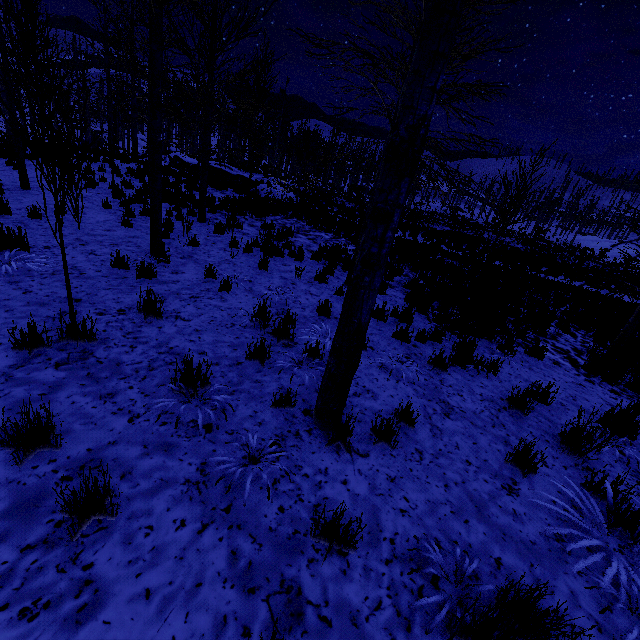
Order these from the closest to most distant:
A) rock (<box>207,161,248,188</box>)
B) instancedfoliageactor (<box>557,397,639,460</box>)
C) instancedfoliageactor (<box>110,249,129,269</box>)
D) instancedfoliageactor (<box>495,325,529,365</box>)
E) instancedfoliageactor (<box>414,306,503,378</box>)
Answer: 1. instancedfoliageactor (<box>557,397,639,460</box>)
2. instancedfoliageactor (<box>414,306,503,378</box>)
3. instancedfoliageactor (<box>110,249,129,269</box>)
4. instancedfoliageactor (<box>495,325,529,365</box>)
5. rock (<box>207,161,248,188</box>)

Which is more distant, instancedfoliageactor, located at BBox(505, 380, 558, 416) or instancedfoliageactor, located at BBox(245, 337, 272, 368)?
instancedfoliageactor, located at BBox(505, 380, 558, 416)

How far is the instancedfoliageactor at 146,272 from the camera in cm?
538

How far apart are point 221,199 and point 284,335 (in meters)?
13.35

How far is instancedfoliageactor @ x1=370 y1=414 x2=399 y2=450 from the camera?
3.1m

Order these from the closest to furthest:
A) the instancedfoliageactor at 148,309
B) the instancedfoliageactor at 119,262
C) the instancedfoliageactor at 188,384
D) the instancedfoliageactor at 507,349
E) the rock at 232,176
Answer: the instancedfoliageactor at 188,384 < the instancedfoliageactor at 148,309 < the instancedfoliageactor at 119,262 < the instancedfoliageactor at 507,349 < the rock at 232,176

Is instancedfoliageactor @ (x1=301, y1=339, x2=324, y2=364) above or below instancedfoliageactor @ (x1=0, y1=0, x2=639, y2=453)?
below
